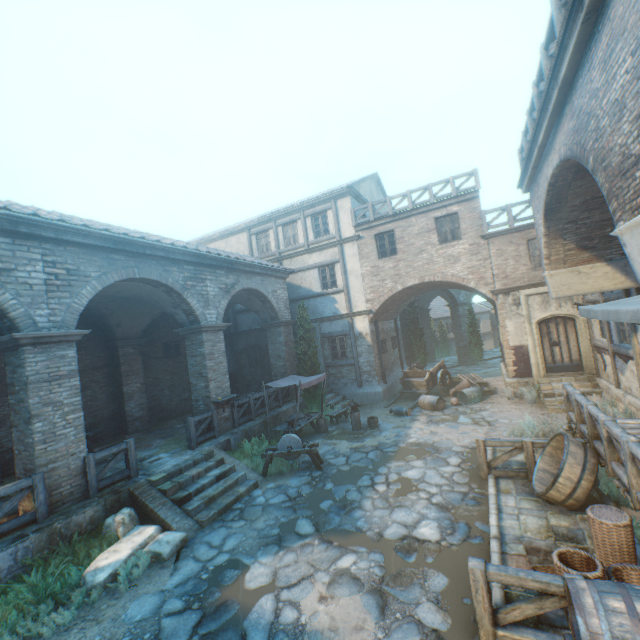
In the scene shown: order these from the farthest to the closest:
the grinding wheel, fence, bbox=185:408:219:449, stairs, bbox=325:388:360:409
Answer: stairs, bbox=325:388:360:409
fence, bbox=185:408:219:449
the grinding wheel

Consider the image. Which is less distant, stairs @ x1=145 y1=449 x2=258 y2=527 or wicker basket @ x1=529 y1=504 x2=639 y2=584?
wicker basket @ x1=529 y1=504 x2=639 y2=584

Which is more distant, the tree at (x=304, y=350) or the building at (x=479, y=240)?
the tree at (x=304, y=350)

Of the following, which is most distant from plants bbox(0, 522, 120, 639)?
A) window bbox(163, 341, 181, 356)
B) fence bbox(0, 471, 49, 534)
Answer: window bbox(163, 341, 181, 356)

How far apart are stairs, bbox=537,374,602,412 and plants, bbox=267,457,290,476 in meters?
9.6 m

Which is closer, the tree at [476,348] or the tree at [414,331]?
the tree at [414,331]

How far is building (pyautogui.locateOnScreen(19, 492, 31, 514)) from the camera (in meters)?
7.01

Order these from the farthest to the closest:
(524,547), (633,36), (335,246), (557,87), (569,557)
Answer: (335,246) → (524,547) → (557,87) → (569,557) → (633,36)
